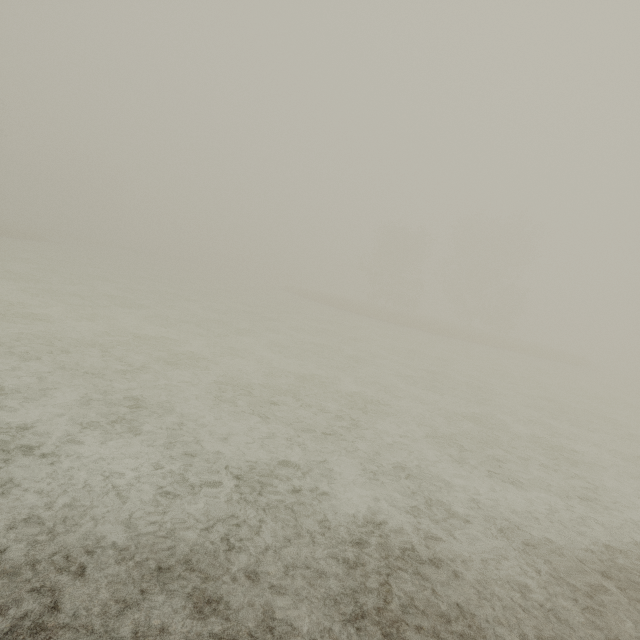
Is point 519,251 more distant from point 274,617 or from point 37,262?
point 37,262
